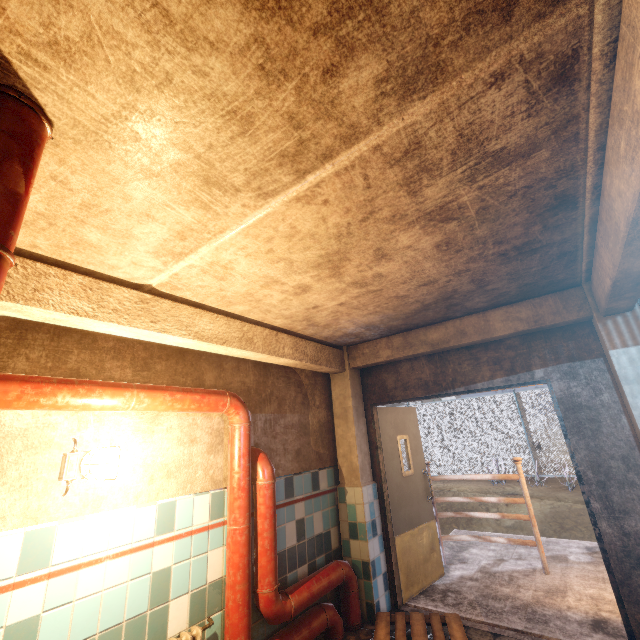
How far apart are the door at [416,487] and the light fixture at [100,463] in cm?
306

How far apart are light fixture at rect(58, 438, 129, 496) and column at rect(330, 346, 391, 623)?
2.6 meters

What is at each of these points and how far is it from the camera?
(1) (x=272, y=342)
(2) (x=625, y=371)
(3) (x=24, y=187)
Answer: (1) ceiling beam, 3.3m
(2) column, 2.6m
(3) pipe, 1.0m

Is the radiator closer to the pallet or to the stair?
the pallet

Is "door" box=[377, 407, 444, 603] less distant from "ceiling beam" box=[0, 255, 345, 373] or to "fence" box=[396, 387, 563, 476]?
"ceiling beam" box=[0, 255, 345, 373]

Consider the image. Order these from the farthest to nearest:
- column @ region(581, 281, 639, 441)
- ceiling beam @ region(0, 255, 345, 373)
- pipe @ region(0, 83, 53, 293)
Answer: column @ region(581, 281, 639, 441) < ceiling beam @ region(0, 255, 345, 373) < pipe @ region(0, 83, 53, 293)

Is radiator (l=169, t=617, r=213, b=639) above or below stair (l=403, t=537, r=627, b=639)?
above

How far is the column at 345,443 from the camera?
3.5 meters
